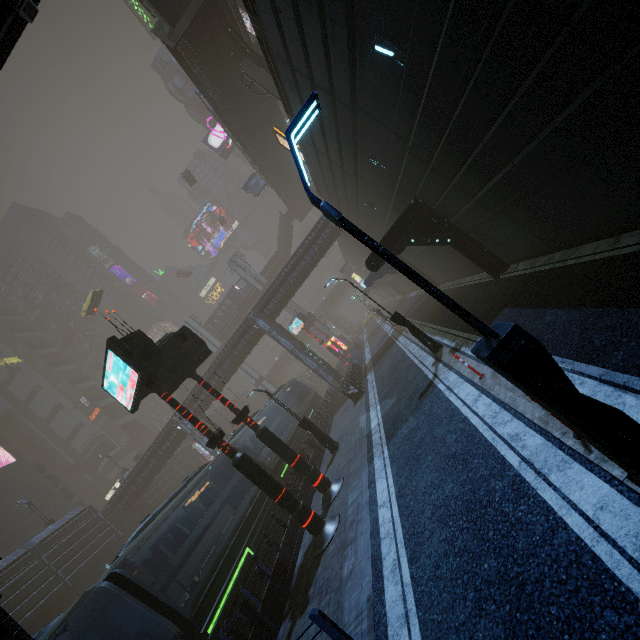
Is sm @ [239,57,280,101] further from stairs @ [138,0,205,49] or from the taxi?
the taxi

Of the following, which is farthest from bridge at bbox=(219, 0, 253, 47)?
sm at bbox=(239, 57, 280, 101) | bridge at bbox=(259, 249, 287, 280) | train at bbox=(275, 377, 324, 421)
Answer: train at bbox=(275, 377, 324, 421)

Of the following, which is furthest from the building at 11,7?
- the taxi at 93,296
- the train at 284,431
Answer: the taxi at 93,296

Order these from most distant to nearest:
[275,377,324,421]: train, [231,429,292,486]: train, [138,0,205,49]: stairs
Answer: [275,377,324,421]: train < [138,0,205,49]: stairs < [231,429,292,486]: train

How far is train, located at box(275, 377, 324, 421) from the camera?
27.41m

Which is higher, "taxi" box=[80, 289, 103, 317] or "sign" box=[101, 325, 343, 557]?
"taxi" box=[80, 289, 103, 317]

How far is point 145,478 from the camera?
35.0m

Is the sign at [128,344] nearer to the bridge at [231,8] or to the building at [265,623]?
the building at [265,623]
